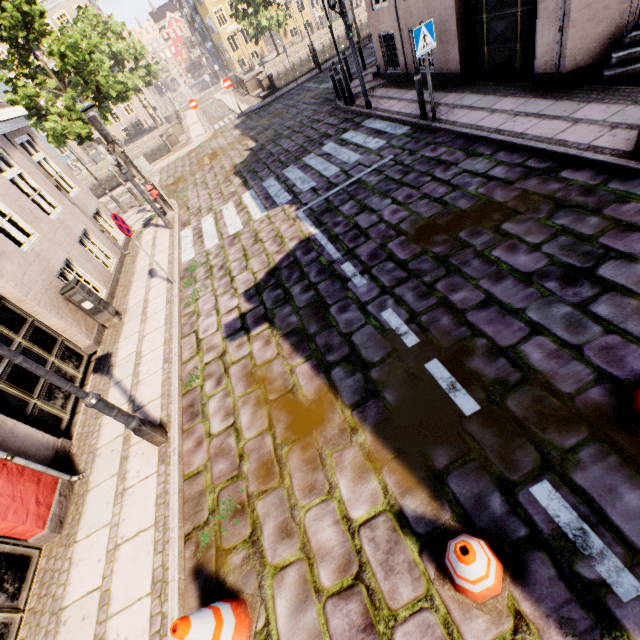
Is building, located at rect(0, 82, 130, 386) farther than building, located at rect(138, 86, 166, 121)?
No

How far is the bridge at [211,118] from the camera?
22.1 meters

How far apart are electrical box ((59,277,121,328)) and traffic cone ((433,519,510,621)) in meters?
7.7

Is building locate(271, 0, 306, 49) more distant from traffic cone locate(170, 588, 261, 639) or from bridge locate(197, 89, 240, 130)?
traffic cone locate(170, 588, 261, 639)

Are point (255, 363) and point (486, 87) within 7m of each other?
no

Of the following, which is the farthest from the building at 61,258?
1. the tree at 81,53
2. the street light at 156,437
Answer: the tree at 81,53

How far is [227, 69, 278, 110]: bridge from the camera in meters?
20.8

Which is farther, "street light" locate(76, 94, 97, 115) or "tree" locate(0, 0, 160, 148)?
"tree" locate(0, 0, 160, 148)
